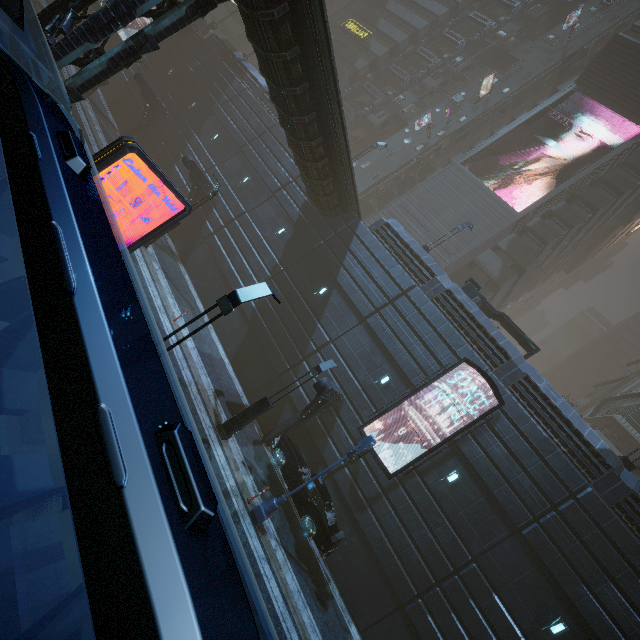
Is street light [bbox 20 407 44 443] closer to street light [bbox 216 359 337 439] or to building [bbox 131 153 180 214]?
building [bbox 131 153 180 214]

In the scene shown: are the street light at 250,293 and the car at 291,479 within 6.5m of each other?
no

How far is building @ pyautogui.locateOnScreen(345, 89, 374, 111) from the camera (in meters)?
41.81

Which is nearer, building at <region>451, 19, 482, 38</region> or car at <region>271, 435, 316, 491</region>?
car at <region>271, 435, 316, 491</region>

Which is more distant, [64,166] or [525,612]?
[525,612]

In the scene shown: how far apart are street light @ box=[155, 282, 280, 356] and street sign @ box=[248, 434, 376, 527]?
7.0m

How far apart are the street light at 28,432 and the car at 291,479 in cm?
934

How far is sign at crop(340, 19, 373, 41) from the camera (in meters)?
41.22
